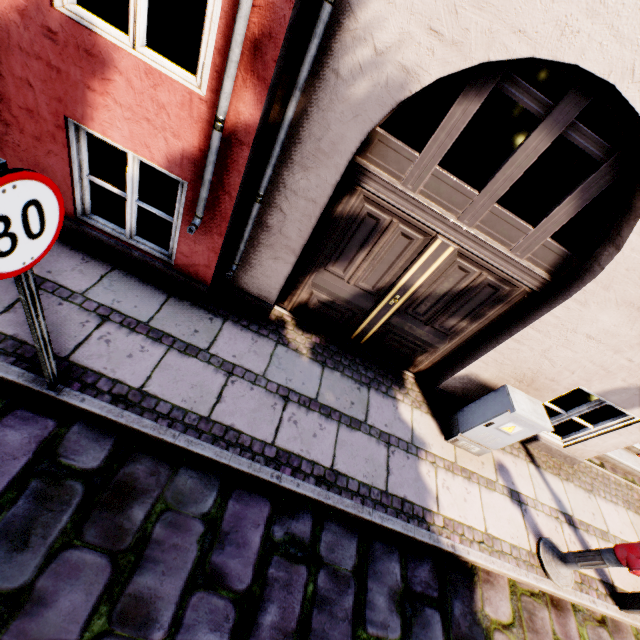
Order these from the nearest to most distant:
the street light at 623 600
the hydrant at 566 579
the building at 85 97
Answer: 1. the building at 85 97
2. the hydrant at 566 579
3. the street light at 623 600

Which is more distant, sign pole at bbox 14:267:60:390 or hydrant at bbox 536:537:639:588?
hydrant at bbox 536:537:639:588

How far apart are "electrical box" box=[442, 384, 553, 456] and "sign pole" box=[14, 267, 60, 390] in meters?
Answer: 4.2

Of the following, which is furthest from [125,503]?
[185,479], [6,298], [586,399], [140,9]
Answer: [586,399]

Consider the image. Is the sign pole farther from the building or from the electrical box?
the electrical box

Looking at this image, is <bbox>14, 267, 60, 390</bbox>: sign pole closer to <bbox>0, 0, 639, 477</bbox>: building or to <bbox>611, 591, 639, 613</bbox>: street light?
<bbox>0, 0, 639, 477</bbox>: building

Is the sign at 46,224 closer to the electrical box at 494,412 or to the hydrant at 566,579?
the electrical box at 494,412

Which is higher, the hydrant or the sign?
the sign
